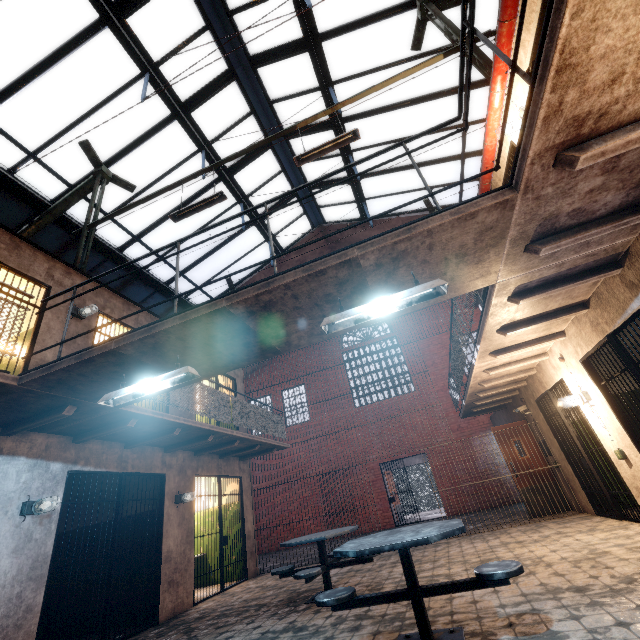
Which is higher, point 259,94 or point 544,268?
point 259,94

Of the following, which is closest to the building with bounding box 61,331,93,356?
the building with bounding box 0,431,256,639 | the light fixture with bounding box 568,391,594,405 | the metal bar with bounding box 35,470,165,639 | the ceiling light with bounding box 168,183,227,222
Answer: the building with bounding box 0,431,256,639

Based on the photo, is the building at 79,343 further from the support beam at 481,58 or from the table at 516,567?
the table at 516,567

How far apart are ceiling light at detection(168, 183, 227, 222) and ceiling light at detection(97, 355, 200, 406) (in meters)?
3.56

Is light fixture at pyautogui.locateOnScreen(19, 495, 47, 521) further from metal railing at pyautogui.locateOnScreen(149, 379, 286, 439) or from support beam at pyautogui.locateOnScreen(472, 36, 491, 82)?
support beam at pyautogui.locateOnScreen(472, 36, 491, 82)

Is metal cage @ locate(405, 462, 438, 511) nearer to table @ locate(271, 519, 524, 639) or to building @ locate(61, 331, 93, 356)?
building @ locate(61, 331, 93, 356)

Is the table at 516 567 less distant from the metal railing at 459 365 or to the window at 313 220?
the metal railing at 459 365

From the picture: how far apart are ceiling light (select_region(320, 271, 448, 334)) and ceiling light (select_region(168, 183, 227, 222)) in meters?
4.0 m
